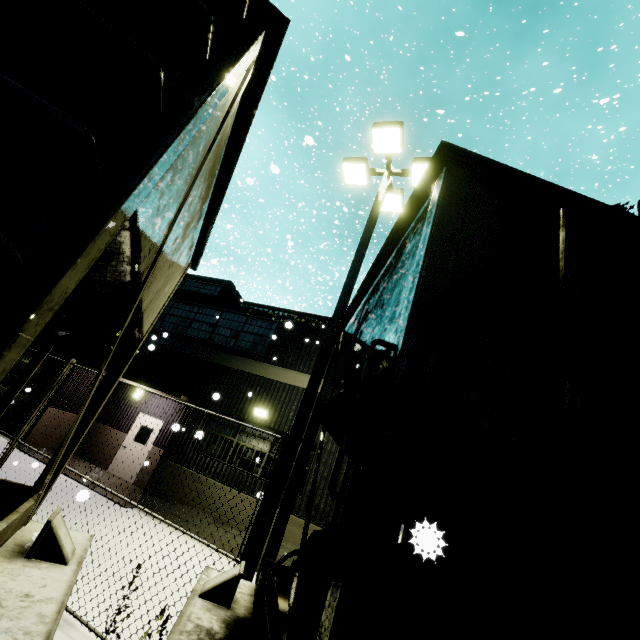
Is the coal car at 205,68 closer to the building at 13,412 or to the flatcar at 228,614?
the flatcar at 228,614

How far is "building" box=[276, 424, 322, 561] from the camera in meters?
8.6

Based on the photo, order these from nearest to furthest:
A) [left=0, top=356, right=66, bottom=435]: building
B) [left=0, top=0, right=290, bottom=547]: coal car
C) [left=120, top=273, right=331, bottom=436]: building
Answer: [left=0, top=0, right=290, bottom=547]: coal car < [left=120, top=273, right=331, bottom=436]: building < [left=0, top=356, right=66, bottom=435]: building

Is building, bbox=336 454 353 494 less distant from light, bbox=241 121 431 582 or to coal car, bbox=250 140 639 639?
coal car, bbox=250 140 639 639

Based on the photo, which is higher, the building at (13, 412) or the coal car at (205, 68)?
the coal car at (205, 68)

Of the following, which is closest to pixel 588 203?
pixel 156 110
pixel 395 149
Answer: pixel 156 110

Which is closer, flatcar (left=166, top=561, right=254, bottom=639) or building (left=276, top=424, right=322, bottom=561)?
flatcar (left=166, top=561, right=254, bottom=639)

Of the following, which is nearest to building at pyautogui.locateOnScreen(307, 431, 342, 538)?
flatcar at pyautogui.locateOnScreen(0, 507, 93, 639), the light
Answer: flatcar at pyautogui.locateOnScreen(0, 507, 93, 639)
